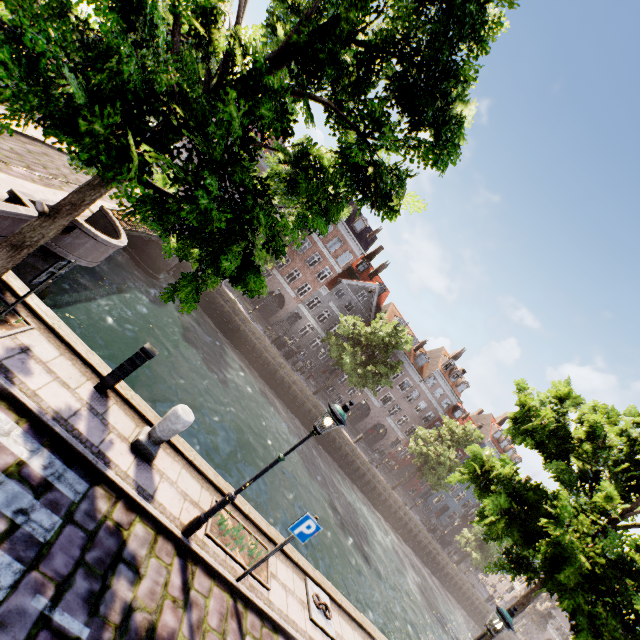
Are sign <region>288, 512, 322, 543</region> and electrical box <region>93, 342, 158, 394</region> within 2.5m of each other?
no

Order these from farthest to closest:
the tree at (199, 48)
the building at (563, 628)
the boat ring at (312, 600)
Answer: the building at (563, 628)
the boat ring at (312, 600)
the tree at (199, 48)

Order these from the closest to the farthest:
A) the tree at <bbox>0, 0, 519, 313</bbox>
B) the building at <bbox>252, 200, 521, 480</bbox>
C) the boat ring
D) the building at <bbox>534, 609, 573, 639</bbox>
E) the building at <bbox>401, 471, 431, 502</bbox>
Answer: the tree at <bbox>0, 0, 519, 313</bbox>, the boat ring, the building at <bbox>252, 200, 521, 480</bbox>, the building at <bbox>401, 471, 431, 502</bbox>, the building at <bbox>534, 609, 573, 639</bbox>

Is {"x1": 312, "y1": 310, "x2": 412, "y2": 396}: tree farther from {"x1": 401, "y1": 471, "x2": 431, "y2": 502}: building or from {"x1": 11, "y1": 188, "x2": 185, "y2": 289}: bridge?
{"x1": 401, "y1": 471, "x2": 431, "y2": 502}: building

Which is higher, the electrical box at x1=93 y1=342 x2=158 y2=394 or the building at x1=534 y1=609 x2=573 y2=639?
the building at x1=534 y1=609 x2=573 y2=639

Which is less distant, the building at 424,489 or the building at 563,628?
the building at 424,489

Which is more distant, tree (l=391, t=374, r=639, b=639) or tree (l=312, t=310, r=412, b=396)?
tree (l=312, t=310, r=412, b=396)

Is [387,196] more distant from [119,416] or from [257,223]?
[119,416]
